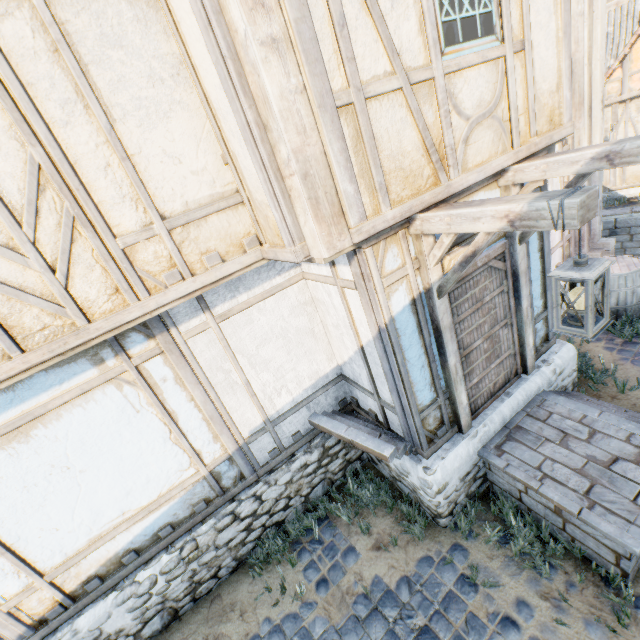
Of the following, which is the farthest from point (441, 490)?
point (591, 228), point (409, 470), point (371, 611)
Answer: point (591, 228)

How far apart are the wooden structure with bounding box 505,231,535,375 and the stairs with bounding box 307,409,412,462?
2.1m

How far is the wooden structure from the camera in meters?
3.9 m

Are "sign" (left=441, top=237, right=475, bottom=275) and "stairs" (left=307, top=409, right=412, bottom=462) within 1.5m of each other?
no

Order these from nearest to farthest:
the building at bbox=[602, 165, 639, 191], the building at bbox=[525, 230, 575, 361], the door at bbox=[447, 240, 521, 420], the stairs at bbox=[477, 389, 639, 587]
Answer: the stairs at bbox=[477, 389, 639, 587] < the door at bbox=[447, 240, 521, 420] < the building at bbox=[525, 230, 575, 361] < the building at bbox=[602, 165, 639, 191]

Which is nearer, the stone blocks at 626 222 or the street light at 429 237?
the street light at 429 237

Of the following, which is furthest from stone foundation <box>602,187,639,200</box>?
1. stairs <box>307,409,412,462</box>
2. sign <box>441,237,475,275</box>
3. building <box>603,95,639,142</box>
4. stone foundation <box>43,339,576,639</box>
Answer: stairs <box>307,409,412,462</box>

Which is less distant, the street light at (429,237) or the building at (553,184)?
the street light at (429,237)
